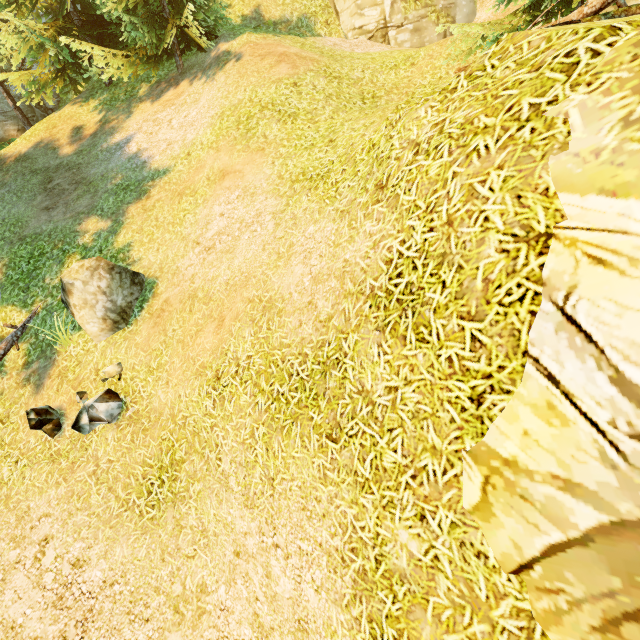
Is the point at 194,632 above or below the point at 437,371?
below

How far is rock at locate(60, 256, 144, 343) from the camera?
6.7m

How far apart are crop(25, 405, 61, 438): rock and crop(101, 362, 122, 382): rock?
1.3 meters

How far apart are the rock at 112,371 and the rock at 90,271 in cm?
68

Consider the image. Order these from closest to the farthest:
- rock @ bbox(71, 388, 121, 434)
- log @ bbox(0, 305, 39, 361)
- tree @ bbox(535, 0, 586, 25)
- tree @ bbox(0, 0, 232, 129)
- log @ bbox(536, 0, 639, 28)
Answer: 1. log @ bbox(536, 0, 639, 28)
2. rock @ bbox(71, 388, 121, 434)
3. tree @ bbox(535, 0, 586, 25)
4. log @ bbox(0, 305, 39, 361)
5. tree @ bbox(0, 0, 232, 129)

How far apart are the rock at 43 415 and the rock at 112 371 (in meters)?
1.28

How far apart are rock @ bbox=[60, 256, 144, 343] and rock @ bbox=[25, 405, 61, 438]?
1.4 meters

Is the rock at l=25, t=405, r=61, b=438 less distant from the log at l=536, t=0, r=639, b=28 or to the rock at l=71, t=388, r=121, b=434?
the rock at l=71, t=388, r=121, b=434
